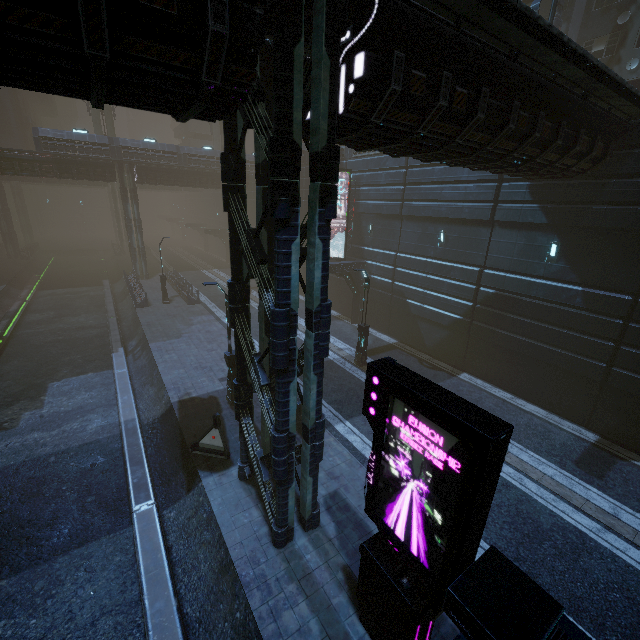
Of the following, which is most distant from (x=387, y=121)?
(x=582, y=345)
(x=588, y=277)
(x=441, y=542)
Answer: (x=582, y=345)

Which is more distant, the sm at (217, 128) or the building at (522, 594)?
the sm at (217, 128)

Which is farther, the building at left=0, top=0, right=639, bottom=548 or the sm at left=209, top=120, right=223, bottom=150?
the sm at left=209, top=120, right=223, bottom=150

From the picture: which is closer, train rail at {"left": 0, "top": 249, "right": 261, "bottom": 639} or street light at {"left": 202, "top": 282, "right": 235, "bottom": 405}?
train rail at {"left": 0, "top": 249, "right": 261, "bottom": 639}

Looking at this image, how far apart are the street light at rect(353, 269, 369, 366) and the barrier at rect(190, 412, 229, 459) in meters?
8.8 m

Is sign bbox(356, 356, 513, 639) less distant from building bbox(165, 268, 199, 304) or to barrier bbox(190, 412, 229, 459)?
building bbox(165, 268, 199, 304)

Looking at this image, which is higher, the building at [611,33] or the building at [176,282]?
the building at [611,33]

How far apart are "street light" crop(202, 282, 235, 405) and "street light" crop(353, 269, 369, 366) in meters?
6.7
